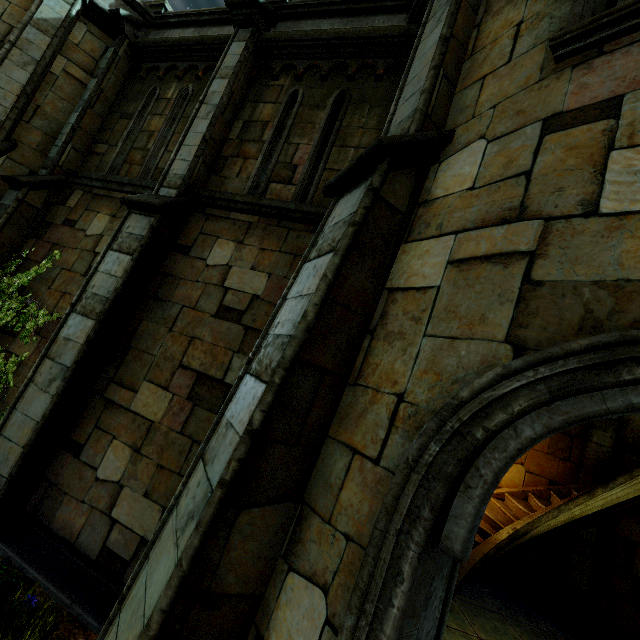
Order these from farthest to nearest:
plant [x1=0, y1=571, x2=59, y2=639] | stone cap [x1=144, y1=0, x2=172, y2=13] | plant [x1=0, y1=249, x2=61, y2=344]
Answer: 1. stone cap [x1=144, y1=0, x2=172, y2=13]
2. plant [x1=0, y1=249, x2=61, y2=344]
3. plant [x1=0, y1=571, x2=59, y2=639]

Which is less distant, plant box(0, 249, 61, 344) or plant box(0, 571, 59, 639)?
plant box(0, 571, 59, 639)

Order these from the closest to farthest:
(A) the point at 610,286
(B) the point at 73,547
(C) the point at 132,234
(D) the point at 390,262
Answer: (A) the point at 610,286, (D) the point at 390,262, (B) the point at 73,547, (C) the point at 132,234

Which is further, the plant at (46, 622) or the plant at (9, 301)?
the plant at (9, 301)

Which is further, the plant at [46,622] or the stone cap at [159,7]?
the stone cap at [159,7]

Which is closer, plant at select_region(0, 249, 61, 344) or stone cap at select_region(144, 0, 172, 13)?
plant at select_region(0, 249, 61, 344)

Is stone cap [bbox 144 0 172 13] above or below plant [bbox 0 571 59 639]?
above
